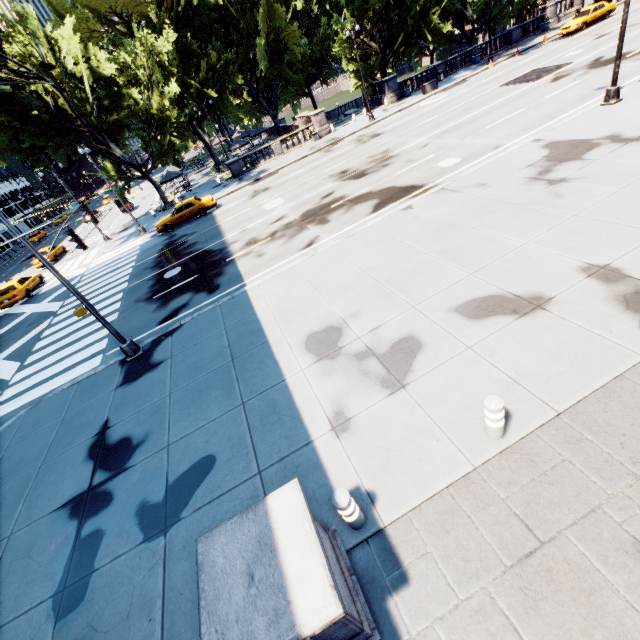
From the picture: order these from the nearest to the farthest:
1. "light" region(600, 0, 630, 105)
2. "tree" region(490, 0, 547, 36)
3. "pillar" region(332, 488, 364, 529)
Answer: "pillar" region(332, 488, 364, 529), "light" region(600, 0, 630, 105), "tree" region(490, 0, 547, 36)

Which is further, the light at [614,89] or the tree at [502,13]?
the tree at [502,13]

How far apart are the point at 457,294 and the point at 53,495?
11.1m

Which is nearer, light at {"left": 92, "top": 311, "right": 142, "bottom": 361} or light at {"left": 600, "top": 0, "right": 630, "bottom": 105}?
light at {"left": 92, "top": 311, "right": 142, "bottom": 361}

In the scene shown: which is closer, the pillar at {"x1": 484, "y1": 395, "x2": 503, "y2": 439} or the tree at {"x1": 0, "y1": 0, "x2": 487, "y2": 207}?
the pillar at {"x1": 484, "y1": 395, "x2": 503, "y2": 439}

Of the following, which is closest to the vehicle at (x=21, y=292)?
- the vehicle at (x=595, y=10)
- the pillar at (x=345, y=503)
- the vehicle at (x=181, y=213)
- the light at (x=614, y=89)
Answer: the vehicle at (x=181, y=213)

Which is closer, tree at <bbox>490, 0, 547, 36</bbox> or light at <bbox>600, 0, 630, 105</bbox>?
light at <bbox>600, 0, 630, 105</bbox>

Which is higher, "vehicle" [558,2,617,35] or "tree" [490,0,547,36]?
"tree" [490,0,547,36]
